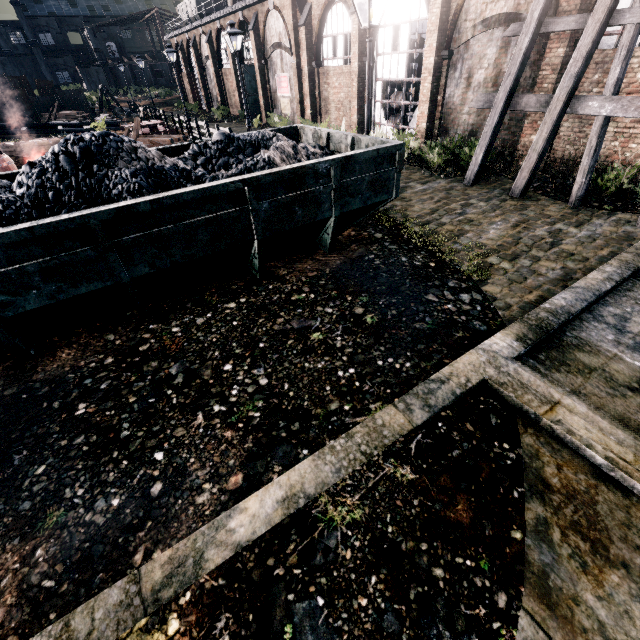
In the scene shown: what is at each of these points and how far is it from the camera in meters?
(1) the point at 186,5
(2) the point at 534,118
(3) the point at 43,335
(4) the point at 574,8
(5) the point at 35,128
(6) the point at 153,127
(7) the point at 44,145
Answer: (1) rail car container, 40.2 m
(2) building, 12.9 m
(3) rail car container, 6.3 m
(4) building, 10.7 m
(5) wooden scaffolding, 30.8 m
(6) rail car base, 23.7 m
(7) wooden chest, 21.7 m

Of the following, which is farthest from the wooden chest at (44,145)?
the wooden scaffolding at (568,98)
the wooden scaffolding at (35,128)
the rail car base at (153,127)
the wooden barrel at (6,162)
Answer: the wooden scaffolding at (568,98)

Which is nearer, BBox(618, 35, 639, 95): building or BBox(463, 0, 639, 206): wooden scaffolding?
BBox(463, 0, 639, 206): wooden scaffolding

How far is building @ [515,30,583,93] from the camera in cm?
1131

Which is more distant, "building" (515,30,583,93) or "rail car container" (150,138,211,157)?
"building" (515,30,583,93)

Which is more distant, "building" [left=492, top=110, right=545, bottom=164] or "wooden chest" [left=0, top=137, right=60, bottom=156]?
"wooden chest" [left=0, top=137, right=60, bottom=156]

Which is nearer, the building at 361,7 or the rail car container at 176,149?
the rail car container at 176,149

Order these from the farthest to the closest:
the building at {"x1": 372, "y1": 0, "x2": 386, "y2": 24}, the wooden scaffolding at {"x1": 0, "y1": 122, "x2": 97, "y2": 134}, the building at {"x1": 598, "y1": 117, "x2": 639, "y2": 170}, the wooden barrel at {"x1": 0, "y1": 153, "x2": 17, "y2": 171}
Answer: the wooden scaffolding at {"x1": 0, "y1": 122, "x2": 97, "y2": 134} → the building at {"x1": 372, "y1": 0, "x2": 386, "y2": 24} → the wooden barrel at {"x1": 0, "y1": 153, "x2": 17, "y2": 171} → the building at {"x1": 598, "y1": 117, "x2": 639, "y2": 170}
